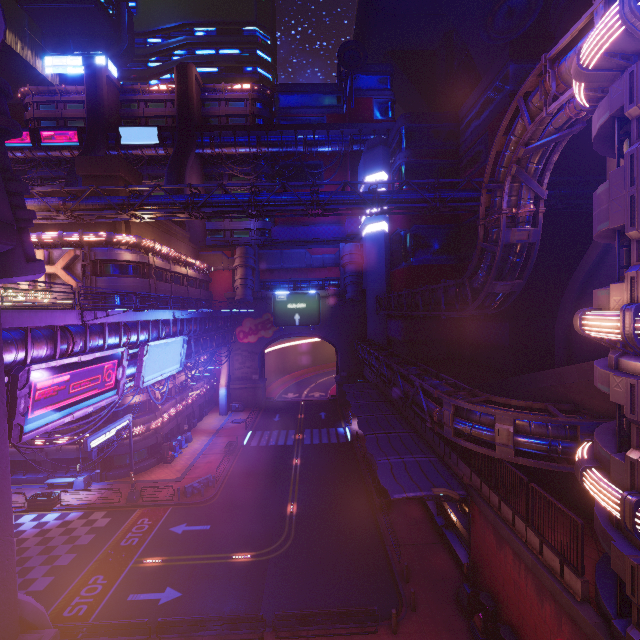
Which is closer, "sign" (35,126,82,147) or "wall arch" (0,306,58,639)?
"wall arch" (0,306,58,639)

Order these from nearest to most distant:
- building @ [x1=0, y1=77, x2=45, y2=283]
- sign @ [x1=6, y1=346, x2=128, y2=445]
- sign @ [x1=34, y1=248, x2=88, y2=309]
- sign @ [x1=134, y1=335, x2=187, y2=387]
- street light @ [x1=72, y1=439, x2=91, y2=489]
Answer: building @ [x1=0, y1=77, x2=45, y2=283]
sign @ [x1=6, y1=346, x2=128, y2=445]
sign @ [x1=134, y1=335, x2=187, y2=387]
sign @ [x1=34, y1=248, x2=88, y2=309]
street light @ [x1=72, y1=439, x2=91, y2=489]

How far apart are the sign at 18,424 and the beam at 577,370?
23.1 meters

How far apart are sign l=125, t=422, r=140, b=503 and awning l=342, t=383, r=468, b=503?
18.6m

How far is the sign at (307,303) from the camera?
51.0m

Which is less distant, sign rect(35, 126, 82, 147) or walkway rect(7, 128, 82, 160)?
sign rect(35, 126, 82, 147)

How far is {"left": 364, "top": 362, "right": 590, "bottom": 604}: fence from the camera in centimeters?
1034cm

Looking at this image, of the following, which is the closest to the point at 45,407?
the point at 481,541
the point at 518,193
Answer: the point at 481,541
